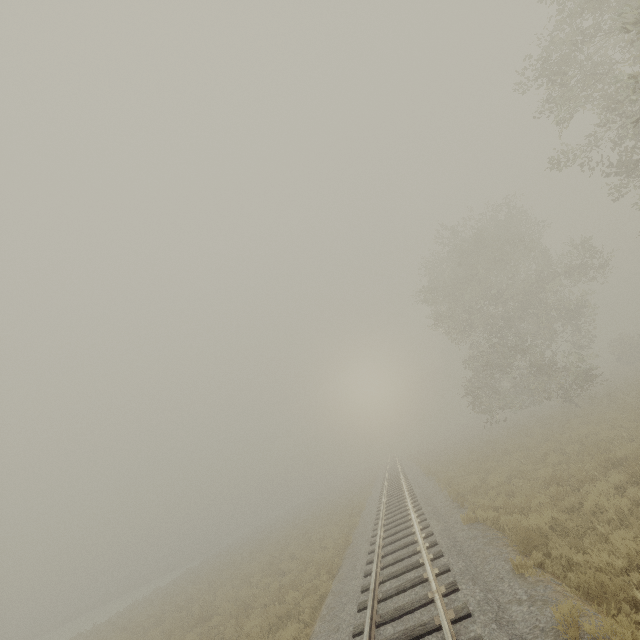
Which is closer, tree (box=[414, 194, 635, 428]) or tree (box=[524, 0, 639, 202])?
tree (box=[524, 0, 639, 202])

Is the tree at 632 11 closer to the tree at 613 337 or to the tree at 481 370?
the tree at 481 370

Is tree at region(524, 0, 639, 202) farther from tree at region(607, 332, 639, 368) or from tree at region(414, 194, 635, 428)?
tree at region(607, 332, 639, 368)

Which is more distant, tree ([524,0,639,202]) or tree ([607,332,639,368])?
tree ([607,332,639,368])

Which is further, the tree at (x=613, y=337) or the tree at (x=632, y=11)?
the tree at (x=613, y=337)

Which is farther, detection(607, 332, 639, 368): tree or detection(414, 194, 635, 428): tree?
detection(607, 332, 639, 368): tree

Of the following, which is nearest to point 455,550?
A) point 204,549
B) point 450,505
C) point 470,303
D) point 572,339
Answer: point 450,505

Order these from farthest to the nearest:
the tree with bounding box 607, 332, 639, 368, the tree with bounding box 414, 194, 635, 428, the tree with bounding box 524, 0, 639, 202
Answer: the tree with bounding box 607, 332, 639, 368, the tree with bounding box 414, 194, 635, 428, the tree with bounding box 524, 0, 639, 202
